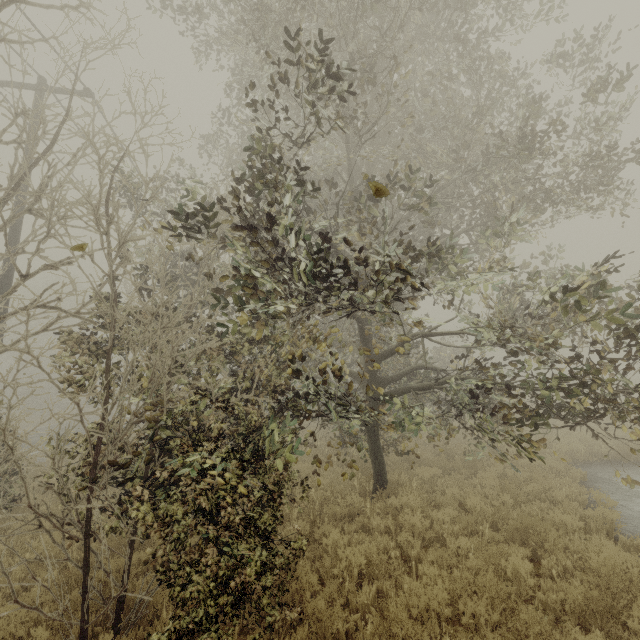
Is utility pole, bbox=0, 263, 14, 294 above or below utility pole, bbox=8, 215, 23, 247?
below

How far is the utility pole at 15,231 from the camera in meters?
8.4 m

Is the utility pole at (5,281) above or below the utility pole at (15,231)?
below

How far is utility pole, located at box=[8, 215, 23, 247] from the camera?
8.4m

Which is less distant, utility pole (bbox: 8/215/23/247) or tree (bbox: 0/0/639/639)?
tree (bbox: 0/0/639/639)

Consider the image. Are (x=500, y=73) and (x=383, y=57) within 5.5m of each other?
yes
